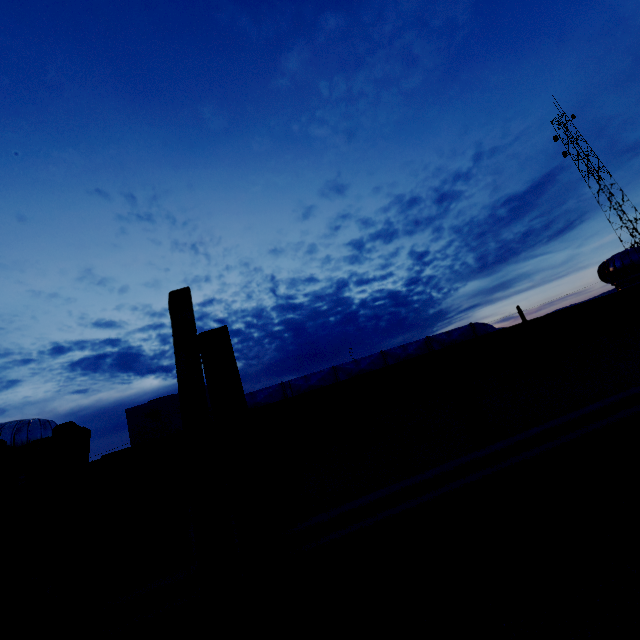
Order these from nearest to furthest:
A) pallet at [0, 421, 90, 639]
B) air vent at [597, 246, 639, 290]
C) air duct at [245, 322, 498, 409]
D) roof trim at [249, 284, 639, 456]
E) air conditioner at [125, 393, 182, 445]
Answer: pallet at [0, 421, 90, 639] < roof trim at [249, 284, 639, 456] < air vent at [597, 246, 639, 290] < air conditioner at [125, 393, 182, 445] < air duct at [245, 322, 498, 409]

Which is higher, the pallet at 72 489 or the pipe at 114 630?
the pallet at 72 489

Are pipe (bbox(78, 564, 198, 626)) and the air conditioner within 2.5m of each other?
no

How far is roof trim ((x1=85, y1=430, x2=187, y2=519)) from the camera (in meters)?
1.63

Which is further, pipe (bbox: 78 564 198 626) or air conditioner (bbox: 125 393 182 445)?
air conditioner (bbox: 125 393 182 445)

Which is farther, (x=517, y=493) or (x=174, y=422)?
(x=174, y=422)

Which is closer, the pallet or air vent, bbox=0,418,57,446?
the pallet

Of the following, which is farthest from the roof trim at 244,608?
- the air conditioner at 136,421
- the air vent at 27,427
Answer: the air conditioner at 136,421
